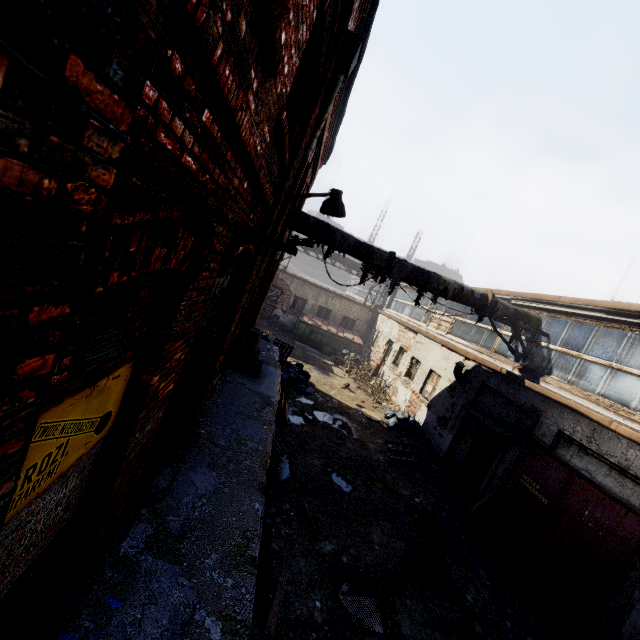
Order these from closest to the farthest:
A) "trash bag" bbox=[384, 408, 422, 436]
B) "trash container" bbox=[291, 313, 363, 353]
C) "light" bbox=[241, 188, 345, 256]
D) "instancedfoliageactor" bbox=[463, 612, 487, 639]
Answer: "light" bbox=[241, 188, 345, 256] → "instancedfoliageactor" bbox=[463, 612, 487, 639] → "trash bag" bbox=[384, 408, 422, 436] → "trash container" bbox=[291, 313, 363, 353]

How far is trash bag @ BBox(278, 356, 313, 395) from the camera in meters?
12.1

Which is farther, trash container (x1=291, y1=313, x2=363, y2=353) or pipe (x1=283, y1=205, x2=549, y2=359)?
trash container (x1=291, y1=313, x2=363, y2=353)

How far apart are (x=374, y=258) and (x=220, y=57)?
7.5m

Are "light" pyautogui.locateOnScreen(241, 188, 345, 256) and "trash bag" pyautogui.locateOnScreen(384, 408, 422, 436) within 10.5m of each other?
yes

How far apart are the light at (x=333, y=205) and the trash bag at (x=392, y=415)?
9.1 meters

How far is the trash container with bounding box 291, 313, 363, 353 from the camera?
20.3m

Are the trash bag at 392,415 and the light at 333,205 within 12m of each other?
yes
